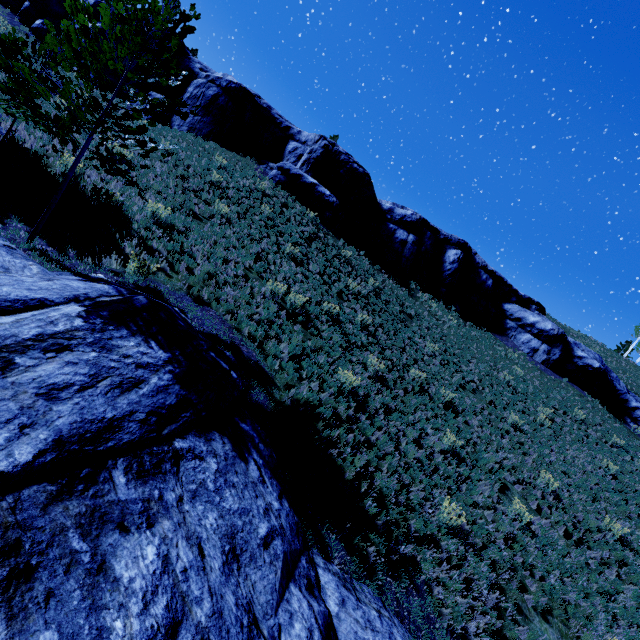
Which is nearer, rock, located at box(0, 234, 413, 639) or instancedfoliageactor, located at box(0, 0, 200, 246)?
rock, located at box(0, 234, 413, 639)

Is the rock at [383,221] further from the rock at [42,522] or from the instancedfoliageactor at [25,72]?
the rock at [42,522]

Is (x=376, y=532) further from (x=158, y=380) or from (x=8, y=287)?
(x=8, y=287)

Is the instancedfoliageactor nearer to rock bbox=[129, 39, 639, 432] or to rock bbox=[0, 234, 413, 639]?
rock bbox=[0, 234, 413, 639]

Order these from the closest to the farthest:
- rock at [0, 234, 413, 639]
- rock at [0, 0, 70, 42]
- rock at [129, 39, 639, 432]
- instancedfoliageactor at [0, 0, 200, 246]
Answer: rock at [0, 234, 413, 639]
instancedfoliageactor at [0, 0, 200, 246]
rock at [129, 39, 639, 432]
rock at [0, 0, 70, 42]

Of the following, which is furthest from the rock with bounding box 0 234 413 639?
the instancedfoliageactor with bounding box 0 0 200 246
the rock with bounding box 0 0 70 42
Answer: the rock with bounding box 0 0 70 42
